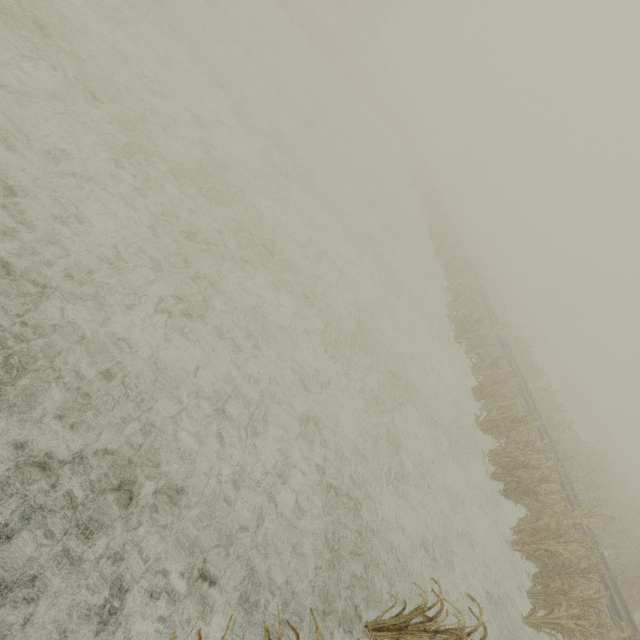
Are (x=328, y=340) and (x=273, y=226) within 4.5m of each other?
yes
